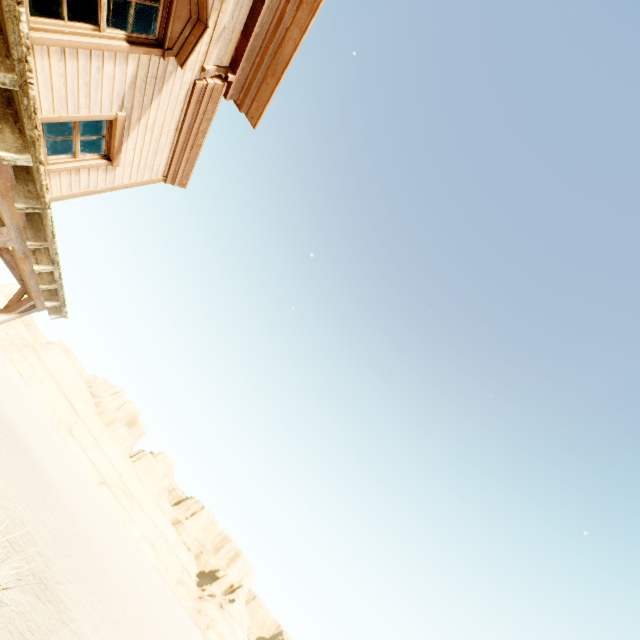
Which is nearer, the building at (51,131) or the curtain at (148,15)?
the curtain at (148,15)

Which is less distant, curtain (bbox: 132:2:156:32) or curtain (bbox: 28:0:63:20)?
curtain (bbox: 28:0:63:20)

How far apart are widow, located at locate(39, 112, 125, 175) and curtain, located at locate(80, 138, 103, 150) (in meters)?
0.02

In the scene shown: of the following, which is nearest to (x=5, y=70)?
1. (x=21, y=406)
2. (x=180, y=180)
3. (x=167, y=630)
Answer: (x=180, y=180)

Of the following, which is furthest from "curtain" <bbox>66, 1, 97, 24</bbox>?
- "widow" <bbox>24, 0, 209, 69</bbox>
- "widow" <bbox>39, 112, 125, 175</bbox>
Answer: "widow" <bbox>39, 112, 125, 175</bbox>

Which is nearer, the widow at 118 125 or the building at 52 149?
the widow at 118 125

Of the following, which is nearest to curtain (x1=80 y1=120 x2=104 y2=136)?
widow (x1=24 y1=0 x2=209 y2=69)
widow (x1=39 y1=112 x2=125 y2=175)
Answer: widow (x1=39 y1=112 x2=125 y2=175)
